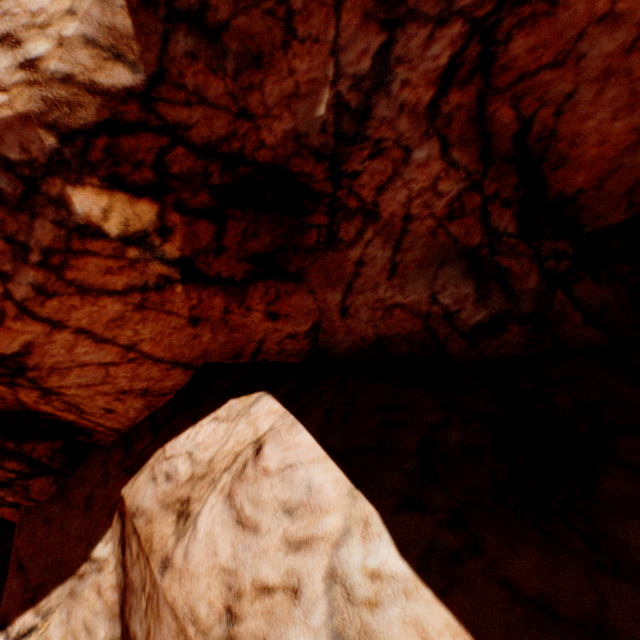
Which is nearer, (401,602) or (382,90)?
(401,602)
